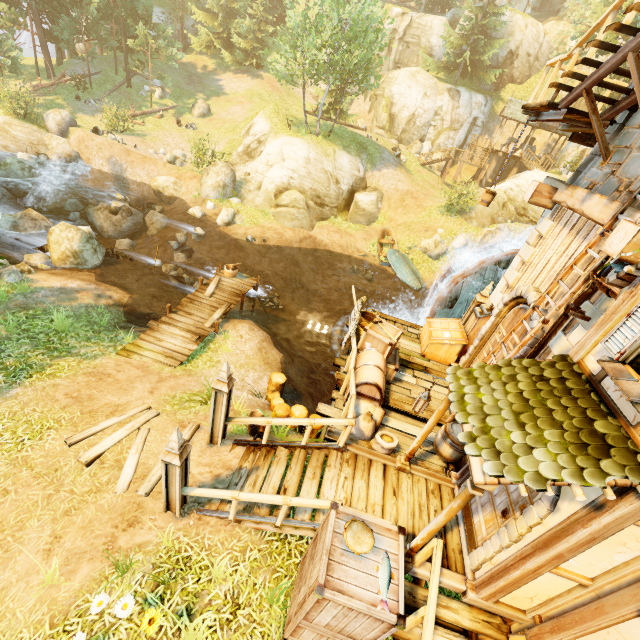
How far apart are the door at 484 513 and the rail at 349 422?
2.48m

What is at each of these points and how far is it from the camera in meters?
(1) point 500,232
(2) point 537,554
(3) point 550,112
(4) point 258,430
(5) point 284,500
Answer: (1) rock, 21.4
(2) building, 4.2
(3) wooden platform, 7.6
(4) barrel, 7.6
(5) rail, 5.0

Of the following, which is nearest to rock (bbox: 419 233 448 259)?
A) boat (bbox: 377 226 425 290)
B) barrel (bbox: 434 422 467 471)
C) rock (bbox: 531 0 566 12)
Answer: boat (bbox: 377 226 425 290)

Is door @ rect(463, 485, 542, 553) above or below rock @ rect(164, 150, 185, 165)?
above

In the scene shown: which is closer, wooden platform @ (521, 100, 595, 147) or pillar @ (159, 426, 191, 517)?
pillar @ (159, 426, 191, 517)

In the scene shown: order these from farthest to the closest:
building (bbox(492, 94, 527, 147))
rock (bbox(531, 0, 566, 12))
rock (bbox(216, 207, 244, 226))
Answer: rock (bbox(531, 0, 566, 12)), building (bbox(492, 94, 527, 147)), rock (bbox(216, 207, 244, 226))

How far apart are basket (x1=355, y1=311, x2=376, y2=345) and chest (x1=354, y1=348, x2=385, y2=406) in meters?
1.1

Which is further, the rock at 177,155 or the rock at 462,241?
the rock at 177,155
